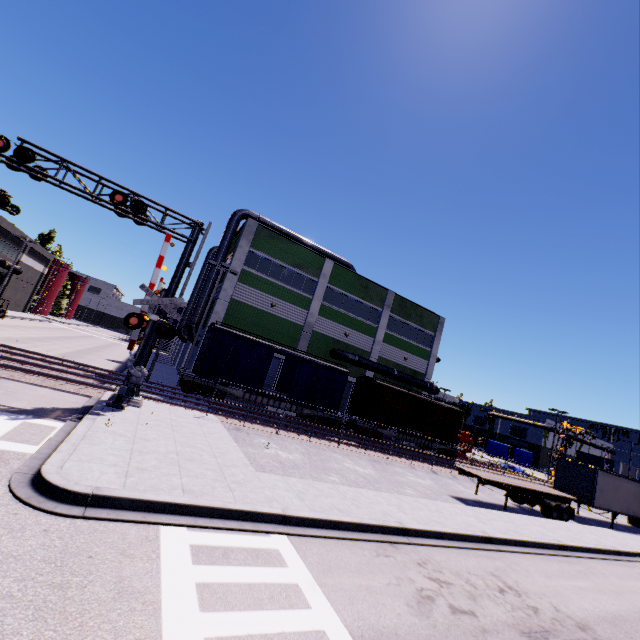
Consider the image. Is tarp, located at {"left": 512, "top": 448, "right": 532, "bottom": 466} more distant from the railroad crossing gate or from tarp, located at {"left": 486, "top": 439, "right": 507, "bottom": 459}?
the railroad crossing gate

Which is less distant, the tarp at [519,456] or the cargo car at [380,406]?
the cargo car at [380,406]

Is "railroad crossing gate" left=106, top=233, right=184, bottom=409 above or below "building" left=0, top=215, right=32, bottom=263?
below

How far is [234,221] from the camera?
27.9 meters

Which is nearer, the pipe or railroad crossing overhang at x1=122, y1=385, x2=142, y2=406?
railroad crossing overhang at x1=122, y1=385, x2=142, y2=406

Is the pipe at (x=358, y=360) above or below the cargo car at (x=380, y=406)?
above

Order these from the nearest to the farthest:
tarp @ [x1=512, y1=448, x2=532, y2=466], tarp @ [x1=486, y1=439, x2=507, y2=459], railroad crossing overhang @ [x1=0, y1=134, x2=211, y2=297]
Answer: railroad crossing overhang @ [x1=0, y1=134, x2=211, y2=297] < tarp @ [x1=486, y1=439, x2=507, y2=459] < tarp @ [x1=512, y1=448, x2=532, y2=466]

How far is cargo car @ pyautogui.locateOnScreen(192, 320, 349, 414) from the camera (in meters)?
21.22
